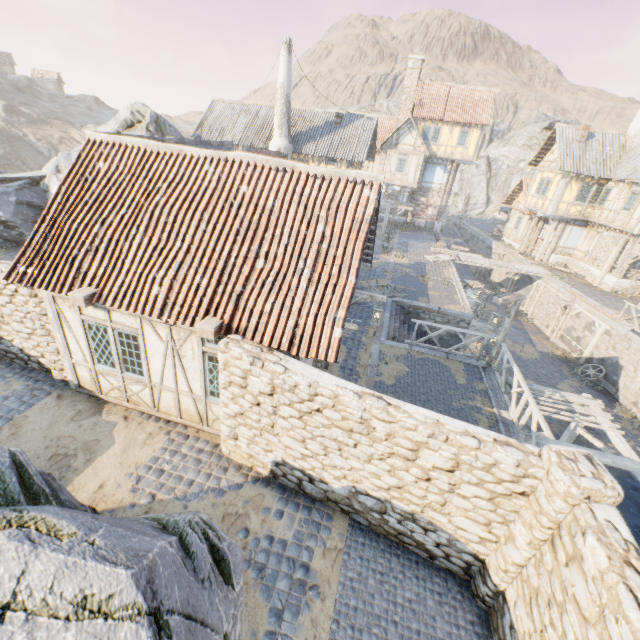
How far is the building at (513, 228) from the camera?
30.5 meters

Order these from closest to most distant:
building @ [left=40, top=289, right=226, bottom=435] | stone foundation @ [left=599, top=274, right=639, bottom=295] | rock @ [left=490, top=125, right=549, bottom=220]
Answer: building @ [left=40, top=289, right=226, bottom=435] → stone foundation @ [left=599, top=274, right=639, bottom=295] → rock @ [left=490, top=125, right=549, bottom=220]

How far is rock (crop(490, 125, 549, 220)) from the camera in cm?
5706

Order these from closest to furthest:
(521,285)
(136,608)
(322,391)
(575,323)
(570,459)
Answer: (136,608) < (570,459) < (322,391) < (575,323) < (521,285)

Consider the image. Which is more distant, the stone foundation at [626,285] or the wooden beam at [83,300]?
the stone foundation at [626,285]

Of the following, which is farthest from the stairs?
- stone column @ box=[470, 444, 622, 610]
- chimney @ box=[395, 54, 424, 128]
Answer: chimney @ box=[395, 54, 424, 128]

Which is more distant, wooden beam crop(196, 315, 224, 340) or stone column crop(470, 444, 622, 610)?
wooden beam crop(196, 315, 224, 340)

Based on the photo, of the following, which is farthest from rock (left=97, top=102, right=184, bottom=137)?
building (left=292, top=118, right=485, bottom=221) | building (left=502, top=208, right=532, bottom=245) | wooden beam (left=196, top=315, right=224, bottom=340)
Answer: building (left=502, top=208, right=532, bottom=245)
